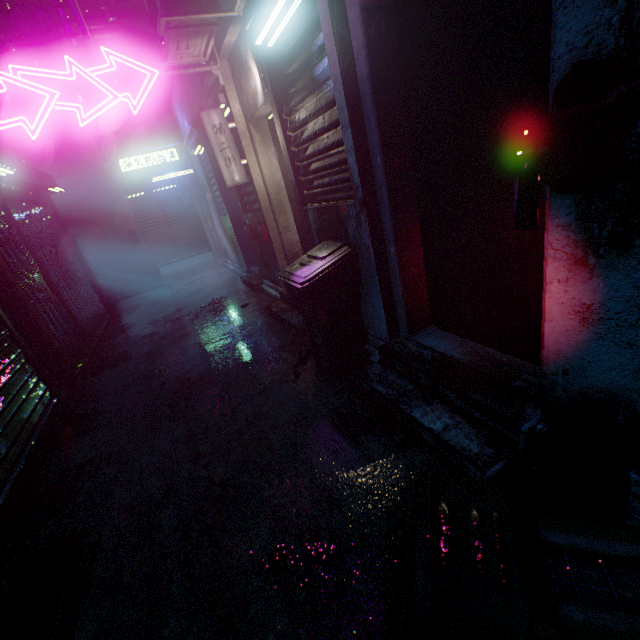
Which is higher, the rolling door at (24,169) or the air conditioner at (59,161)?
the air conditioner at (59,161)

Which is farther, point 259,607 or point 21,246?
point 21,246

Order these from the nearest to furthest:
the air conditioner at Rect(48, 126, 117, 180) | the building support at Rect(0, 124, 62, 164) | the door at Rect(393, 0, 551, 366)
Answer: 1. the door at Rect(393, 0, 551, 366)
2. the building support at Rect(0, 124, 62, 164)
3. the air conditioner at Rect(48, 126, 117, 180)

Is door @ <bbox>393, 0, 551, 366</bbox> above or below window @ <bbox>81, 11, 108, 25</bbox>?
below

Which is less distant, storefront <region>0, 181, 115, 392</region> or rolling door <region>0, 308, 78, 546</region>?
rolling door <region>0, 308, 78, 546</region>

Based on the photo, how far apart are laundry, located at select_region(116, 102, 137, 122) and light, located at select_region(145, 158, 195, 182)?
2.2 meters

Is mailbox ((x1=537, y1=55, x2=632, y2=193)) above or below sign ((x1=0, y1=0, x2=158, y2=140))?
below

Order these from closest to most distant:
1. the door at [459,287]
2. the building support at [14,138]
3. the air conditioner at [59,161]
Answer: the door at [459,287] → the building support at [14,138] → the air conditioner at [59,161]
